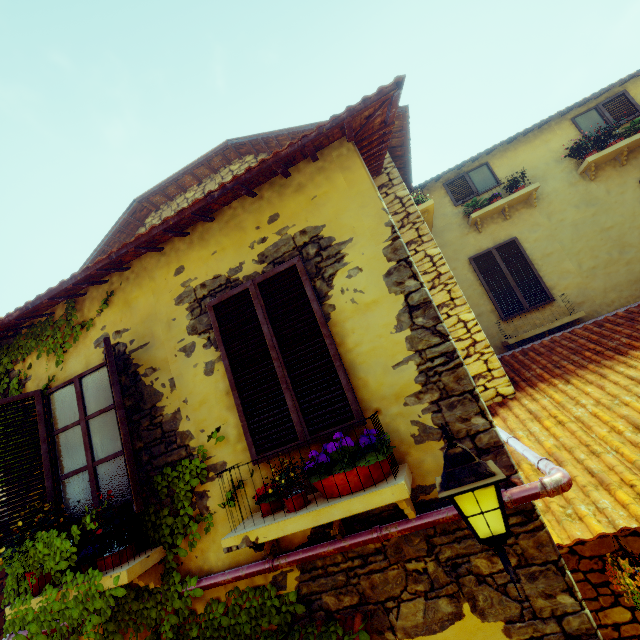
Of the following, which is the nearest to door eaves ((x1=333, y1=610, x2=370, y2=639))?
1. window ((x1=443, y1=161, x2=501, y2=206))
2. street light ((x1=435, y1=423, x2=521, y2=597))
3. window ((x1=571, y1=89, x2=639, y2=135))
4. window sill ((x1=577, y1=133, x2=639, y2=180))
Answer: street light ((x1=435, y1=423, x2=521, y2=597))

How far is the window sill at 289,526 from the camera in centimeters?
221cm

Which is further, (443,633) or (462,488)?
(443,633)

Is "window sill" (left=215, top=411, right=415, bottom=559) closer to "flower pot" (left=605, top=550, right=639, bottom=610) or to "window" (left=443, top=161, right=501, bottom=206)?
"flower pot" (left=605, top=550, right=639, bottom=610)

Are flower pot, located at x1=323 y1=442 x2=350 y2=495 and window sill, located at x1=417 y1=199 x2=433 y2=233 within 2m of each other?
no

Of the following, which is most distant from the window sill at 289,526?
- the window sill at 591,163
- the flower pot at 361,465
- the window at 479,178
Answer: the window sill at 591,163

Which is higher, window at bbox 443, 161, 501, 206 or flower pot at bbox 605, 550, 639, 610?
window at bbox 443, 161, 501, 206

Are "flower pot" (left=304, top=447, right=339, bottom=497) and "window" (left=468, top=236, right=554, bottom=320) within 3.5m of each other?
no
